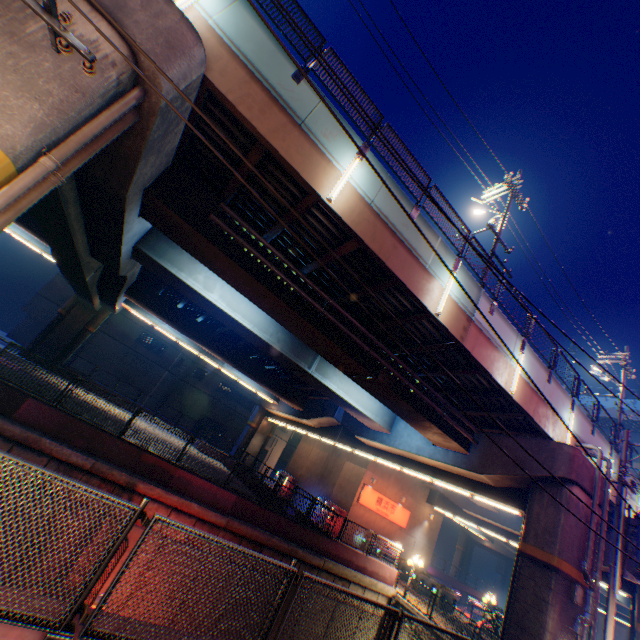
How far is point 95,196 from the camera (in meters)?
9.27

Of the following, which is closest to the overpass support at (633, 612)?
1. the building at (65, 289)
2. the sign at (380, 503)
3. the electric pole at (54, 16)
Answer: the electric pole at (54, 16)

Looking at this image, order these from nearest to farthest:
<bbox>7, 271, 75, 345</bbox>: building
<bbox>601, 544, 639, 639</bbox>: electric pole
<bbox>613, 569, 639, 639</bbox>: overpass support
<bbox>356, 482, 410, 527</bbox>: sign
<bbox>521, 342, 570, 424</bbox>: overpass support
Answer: <bbox>601, 544, 639, 639</bbox>: electric pole → <bbox>521, 342, 570, 424</bbox>: overpass support → <bbox>613, 569, 639, 639</bbox>: overpass support → <bbox>356, 482, 410, 527</bbox>: sign → <bbox>7, 271, 75, 345</bbox>: building

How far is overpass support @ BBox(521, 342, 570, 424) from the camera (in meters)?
13.30

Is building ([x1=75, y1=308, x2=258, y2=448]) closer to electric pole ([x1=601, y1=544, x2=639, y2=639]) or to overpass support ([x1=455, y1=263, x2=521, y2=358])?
overpass support ([x1=455, y1=263, x2=521, y2=358])

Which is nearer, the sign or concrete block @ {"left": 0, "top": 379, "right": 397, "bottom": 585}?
concrete block @ {"left": 0, "top": 379, "right": 397, "bottom": 585}

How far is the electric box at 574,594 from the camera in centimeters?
1171cm

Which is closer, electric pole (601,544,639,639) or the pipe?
electric pole (601,544,639,639)
